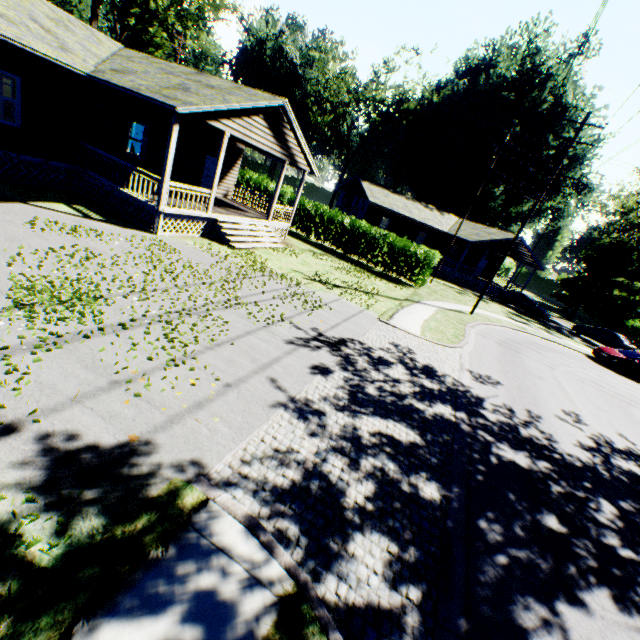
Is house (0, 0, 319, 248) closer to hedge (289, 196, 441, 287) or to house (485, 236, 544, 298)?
hedge (289, 196, 441, 287)

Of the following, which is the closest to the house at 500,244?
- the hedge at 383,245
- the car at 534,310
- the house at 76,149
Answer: the car at 534,310

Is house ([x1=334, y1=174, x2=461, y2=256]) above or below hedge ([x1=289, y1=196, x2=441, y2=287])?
above

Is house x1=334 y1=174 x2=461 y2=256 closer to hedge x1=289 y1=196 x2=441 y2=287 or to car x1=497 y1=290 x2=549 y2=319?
car x1=497 y1=290 x2=549 y2=319

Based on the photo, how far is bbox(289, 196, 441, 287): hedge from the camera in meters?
22.0

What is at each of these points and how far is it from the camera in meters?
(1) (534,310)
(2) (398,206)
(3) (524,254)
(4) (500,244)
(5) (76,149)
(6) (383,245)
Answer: (1) car, 31.0 m
(2) house, 34.8 m
(3) house, 35.2 m
(4) house, 33.8 m
(5) house, 13.2 m
(6) hedge, 22.6 m

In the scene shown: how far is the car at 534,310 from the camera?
30.8m

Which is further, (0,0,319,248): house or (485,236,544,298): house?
(485,236,544,298): house
